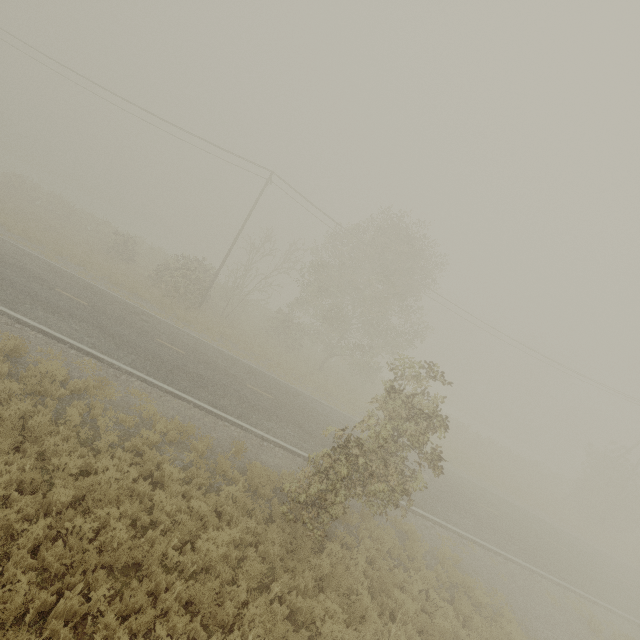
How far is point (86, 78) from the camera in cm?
2138
